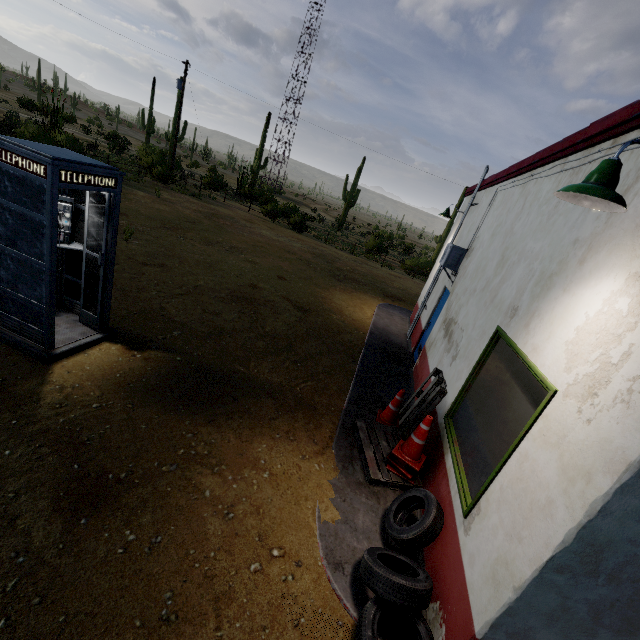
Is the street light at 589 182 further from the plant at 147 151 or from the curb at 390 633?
the plant at 147 151

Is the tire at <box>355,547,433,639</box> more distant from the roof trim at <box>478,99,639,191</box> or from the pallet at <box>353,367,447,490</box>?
the roof trim at <box>478,99,639,191</box>

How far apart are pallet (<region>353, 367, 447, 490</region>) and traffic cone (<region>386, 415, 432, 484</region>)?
0.0m

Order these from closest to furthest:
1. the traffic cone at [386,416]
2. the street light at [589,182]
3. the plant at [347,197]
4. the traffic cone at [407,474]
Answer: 1. the street light at [589,182]
2. the traffic cone at [407,474]
3. the traffic cone at [386,416]
4. the plant at [347,197]

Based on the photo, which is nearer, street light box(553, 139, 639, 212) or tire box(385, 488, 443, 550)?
street light box(553, 139, 639, 212)

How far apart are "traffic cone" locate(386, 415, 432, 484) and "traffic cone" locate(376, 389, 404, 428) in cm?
79

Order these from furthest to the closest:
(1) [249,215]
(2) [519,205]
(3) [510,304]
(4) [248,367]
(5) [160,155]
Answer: (5) [160,155], (1) [249,215], (4) [248,367], (2) [519,205], (3) [510,304]

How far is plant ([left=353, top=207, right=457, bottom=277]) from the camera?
26.0m
